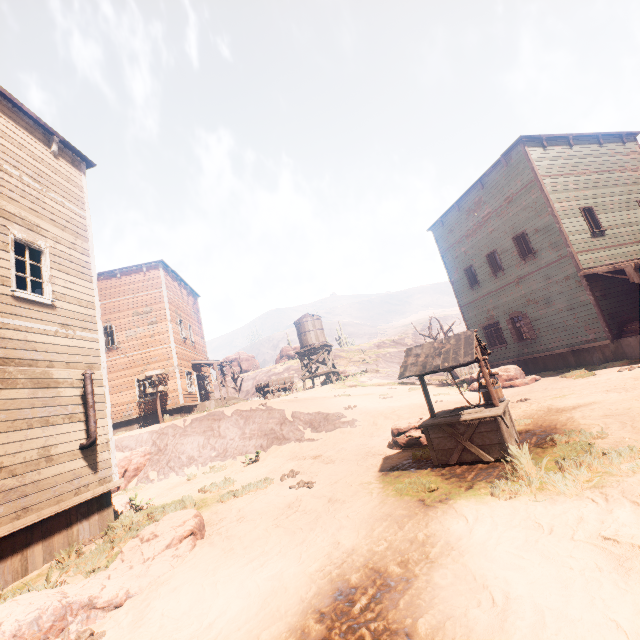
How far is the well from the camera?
5.7 meters

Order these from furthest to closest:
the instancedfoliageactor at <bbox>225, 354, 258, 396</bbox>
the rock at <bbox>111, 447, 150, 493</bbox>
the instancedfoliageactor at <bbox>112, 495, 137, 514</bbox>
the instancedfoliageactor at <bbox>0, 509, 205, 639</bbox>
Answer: the instancedfoliageactor at <bbox>225, 354, 258, 396</bbox>
the rock at <bbox>111, 447, 150, 493</bbox>
the instancedfoliageactor at <bbox>112, 495, 137, 514</bbox>
the instancedfoliageactor at <bbox>0, 509, 205, 639</bbox>

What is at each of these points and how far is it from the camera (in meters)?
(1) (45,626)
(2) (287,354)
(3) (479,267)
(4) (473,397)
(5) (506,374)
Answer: (1) instancedfoliageactor, 3.51
(2) instancedfoliageactor, 51.31
(3) building, 19.47
(4) z, 14.16
(5) instancedfoliageactor, 15.03

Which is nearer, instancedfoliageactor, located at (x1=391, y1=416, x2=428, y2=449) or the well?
the well

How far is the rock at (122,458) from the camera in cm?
1298

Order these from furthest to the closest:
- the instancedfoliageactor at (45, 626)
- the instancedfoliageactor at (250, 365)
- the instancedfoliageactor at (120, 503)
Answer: the instancedfoliageactor at (250, 365)
the instancedfoliageactor at (120, 503)
the instancedfoliageactor at (45, 626)

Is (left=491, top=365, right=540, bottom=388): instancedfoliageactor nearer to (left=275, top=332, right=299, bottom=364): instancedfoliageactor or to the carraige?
the carraige

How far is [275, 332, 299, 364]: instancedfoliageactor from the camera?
51.1 meters
